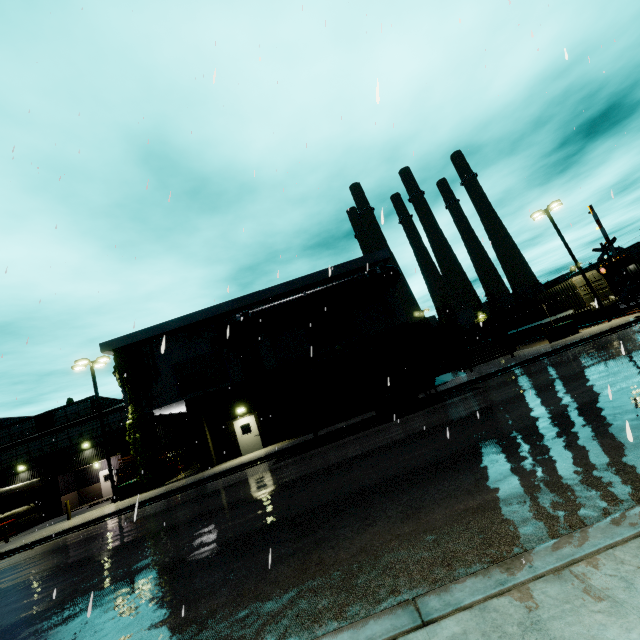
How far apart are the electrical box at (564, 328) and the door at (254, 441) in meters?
22.7 m

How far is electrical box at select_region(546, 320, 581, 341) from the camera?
23.3 meters

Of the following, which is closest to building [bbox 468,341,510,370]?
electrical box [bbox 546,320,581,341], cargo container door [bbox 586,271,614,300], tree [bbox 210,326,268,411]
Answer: tree [bbox 210,326,268,411]

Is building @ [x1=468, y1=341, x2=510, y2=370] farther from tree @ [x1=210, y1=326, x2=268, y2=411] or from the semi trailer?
the semi trailer

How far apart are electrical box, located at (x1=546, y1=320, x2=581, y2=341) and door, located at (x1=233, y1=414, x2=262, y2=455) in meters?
22.7 m

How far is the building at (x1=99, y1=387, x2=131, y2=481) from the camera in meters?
30.5

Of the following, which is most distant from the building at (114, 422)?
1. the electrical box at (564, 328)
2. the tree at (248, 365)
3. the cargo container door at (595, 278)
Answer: the cargo container door at (595, 278)

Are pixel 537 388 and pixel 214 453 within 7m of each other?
no
